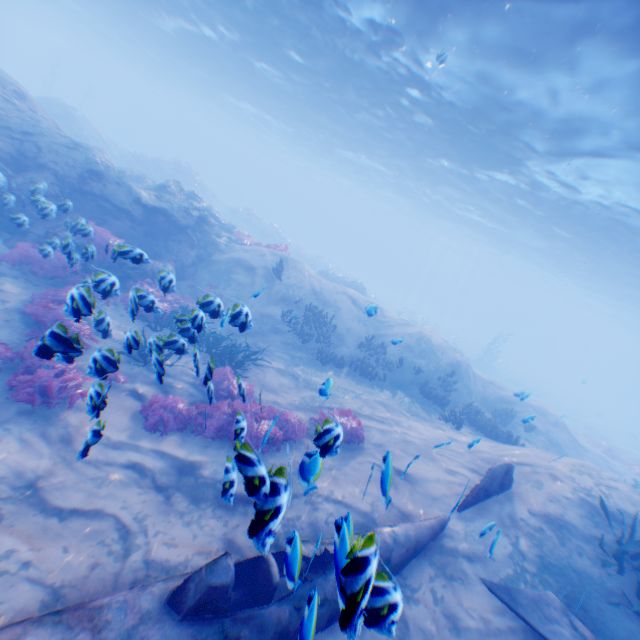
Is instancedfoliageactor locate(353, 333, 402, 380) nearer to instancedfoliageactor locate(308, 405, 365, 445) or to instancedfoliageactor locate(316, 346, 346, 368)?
instancedfoliageactor locate(316, 346, 346, 368)

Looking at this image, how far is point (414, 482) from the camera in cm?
761

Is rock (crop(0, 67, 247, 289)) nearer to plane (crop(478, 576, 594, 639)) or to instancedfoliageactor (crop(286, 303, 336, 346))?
plane (crop(478, 576, 594, 639))

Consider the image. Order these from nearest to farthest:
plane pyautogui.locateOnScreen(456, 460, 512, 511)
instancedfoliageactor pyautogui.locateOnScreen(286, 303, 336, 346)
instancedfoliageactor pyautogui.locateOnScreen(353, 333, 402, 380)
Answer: plane pyautogui.locateOnScreen(456, 460, 512, 511), instancedfoliageactor pyautogui.locateOnScreen(353, 333, 402, 380), instancedfoliageactor pyautogui.locateOnScreen(286, 303, 336, 346)

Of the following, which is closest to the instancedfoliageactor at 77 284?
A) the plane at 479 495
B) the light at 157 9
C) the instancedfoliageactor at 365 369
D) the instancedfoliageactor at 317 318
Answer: the instancedfoliageactor at 317 318

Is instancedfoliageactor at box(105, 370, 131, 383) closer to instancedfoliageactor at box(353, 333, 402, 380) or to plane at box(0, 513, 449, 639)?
plane at box(0, 513, 449, 639)

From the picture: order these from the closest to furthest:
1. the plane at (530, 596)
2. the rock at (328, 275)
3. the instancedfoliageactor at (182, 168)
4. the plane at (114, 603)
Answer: the plane at (114, 603) < the plane at (530, 596) < the rock at (328, 275) < the instancedfoliageactor at (182, 168)

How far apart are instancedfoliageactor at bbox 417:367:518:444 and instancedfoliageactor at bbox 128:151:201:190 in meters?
32.9 m
